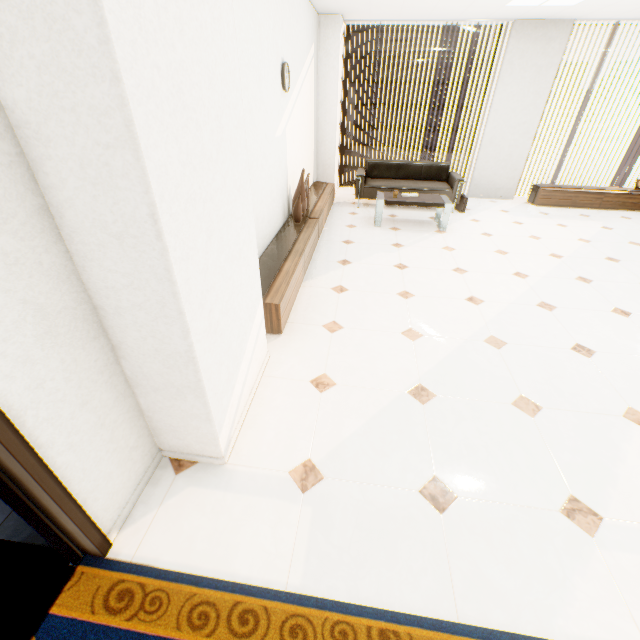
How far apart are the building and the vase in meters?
60.0

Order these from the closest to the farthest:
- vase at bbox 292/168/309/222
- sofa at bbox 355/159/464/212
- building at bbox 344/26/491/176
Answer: vase at bbox 292/168/309/222 < sofa at bbox 355/159/464/212 < building at bbox 344/26/491/176

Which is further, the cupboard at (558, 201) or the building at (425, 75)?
the building at (425, 75)

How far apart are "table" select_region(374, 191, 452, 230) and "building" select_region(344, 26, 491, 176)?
58.6 meters

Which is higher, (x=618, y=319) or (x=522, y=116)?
(x=522, y=116)

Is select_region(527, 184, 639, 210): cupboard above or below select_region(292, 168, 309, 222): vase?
below

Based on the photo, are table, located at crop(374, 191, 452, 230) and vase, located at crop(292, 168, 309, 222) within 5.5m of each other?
yes

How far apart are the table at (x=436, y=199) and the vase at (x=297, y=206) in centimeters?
135cm
